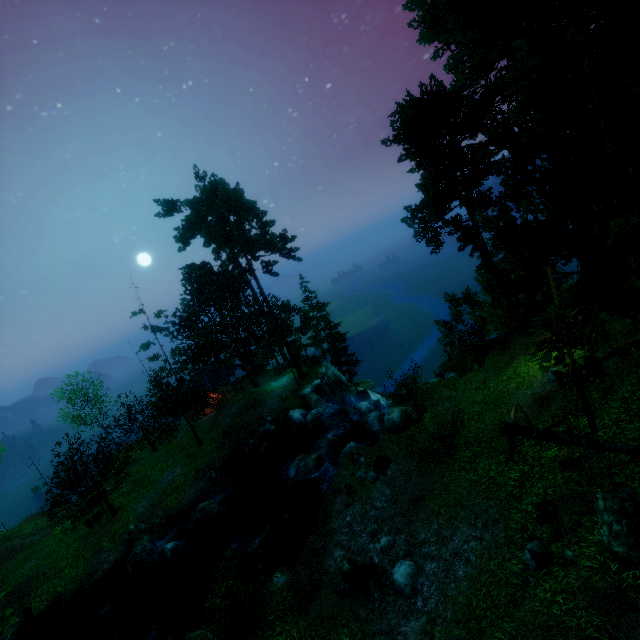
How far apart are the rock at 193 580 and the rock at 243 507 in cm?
292

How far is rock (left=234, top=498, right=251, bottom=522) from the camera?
21.56m

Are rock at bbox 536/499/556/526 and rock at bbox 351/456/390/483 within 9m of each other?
yes

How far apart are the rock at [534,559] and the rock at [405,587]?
3.9 meters

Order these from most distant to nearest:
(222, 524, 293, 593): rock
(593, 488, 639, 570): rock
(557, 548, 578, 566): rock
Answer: (222, 524, 293, 593): rock, (557, 548, 578, 566): rock, (593, 488, 639, 570): rock

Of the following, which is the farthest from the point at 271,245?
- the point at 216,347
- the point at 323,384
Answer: the point at 323,384

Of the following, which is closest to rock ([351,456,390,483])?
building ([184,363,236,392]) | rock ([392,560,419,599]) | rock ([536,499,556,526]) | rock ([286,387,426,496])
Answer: rock ([286,387,426,496])

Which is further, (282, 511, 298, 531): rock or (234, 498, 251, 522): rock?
(234, 498, 251, 522): rock
